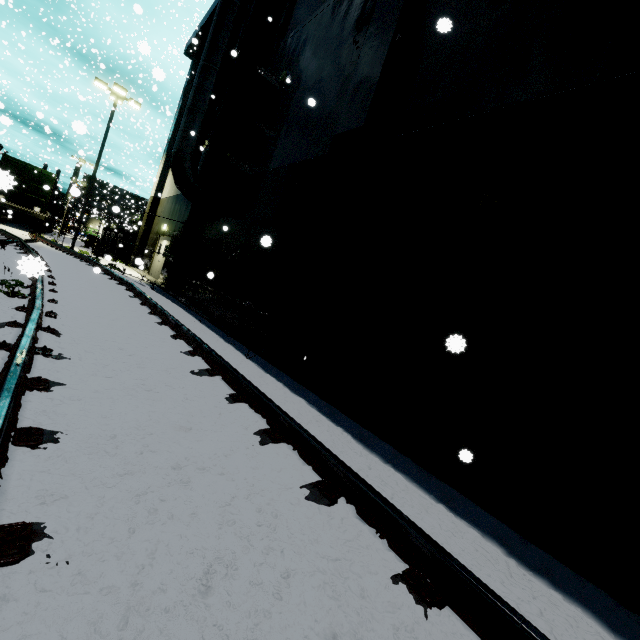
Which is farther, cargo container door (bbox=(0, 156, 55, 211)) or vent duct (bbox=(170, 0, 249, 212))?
vent duct (bbox=(170, 0, 249, 212))

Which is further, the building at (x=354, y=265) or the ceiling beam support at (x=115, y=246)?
the ceiling beam support at (x=115, y=246)

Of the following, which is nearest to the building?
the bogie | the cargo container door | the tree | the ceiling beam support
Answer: the tree

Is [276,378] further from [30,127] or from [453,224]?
[30,127]

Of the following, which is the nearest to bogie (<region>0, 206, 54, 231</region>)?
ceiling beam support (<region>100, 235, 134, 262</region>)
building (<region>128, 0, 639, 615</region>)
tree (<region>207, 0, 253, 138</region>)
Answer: building (<region>128, 0, 639, 615</region>)

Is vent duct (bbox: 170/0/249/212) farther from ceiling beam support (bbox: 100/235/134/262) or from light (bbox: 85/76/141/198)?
ceiling beam support (bbox: 100/235/134/262)

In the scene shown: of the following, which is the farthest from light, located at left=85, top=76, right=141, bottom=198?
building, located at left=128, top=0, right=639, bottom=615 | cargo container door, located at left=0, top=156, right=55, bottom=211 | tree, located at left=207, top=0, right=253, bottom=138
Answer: tree, located at left=207, top=0, right=253, bottom=138

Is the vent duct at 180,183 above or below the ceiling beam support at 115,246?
above
